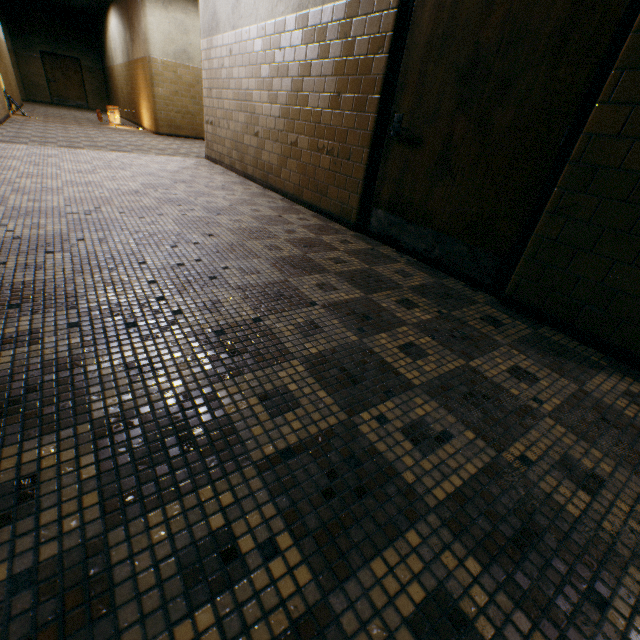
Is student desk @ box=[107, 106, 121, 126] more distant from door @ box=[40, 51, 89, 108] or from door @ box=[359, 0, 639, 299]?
door @ box=[359, 0, 639, 299]

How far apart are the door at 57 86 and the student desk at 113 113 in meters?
9.9 m

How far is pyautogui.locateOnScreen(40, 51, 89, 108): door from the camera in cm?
1608

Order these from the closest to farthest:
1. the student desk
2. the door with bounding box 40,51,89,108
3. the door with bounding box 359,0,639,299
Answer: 1. the door with bounding box 359,0,639,299
2. the student desk
3. the door with bounding box 40,51,89,108

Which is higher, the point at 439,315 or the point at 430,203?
the point at 430,203

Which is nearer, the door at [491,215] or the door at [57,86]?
the door at [491,215]

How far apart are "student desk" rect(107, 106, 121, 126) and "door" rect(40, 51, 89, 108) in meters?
9.9

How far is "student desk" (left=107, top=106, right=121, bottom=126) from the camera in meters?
10.5 m
